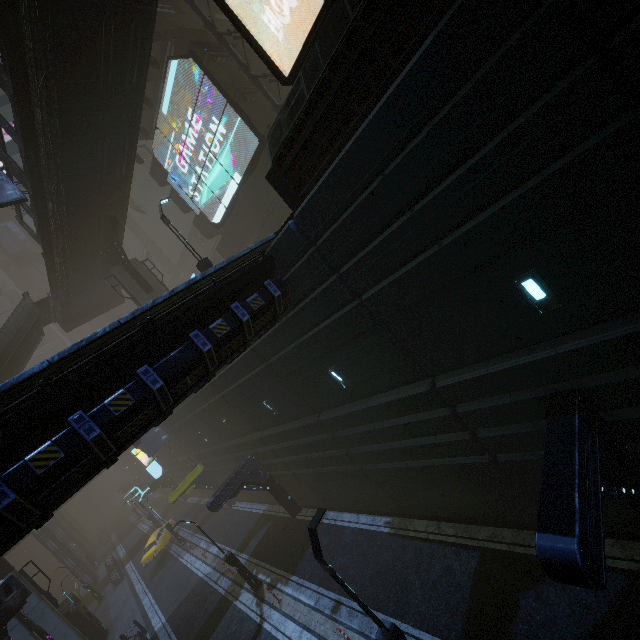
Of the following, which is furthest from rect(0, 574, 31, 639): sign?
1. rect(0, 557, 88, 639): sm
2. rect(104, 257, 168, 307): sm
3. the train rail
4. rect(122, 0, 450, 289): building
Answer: rect(104, 257, 168, 307): sm

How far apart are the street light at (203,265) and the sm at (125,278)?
9.4m

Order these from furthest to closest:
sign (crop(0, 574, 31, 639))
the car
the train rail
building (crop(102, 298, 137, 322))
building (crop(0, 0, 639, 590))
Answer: building (crop(102, 298, 137, 322)), the train rail, the car, sign (crop(0, 574, 31, 639)), building (crop(0, 0, 639, 590))

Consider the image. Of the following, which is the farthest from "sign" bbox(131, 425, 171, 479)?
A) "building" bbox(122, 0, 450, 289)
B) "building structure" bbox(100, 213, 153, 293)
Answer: "building structure" bbox(100, 213, 153, 293)

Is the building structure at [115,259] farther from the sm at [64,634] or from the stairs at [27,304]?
the sm at [64,634]

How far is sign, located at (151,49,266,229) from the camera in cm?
1981

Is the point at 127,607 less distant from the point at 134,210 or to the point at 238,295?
the point at 238,295

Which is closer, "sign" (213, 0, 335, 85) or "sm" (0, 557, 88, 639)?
"sign" (213, 0, 335, 85)
